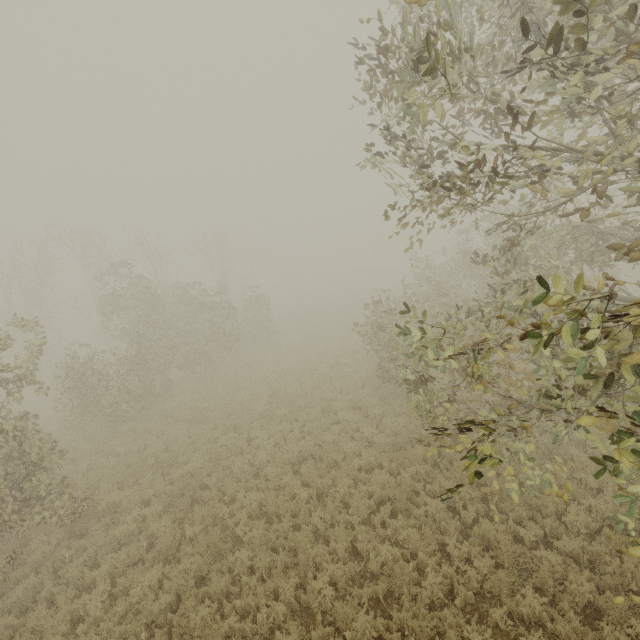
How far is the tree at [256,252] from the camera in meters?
52.7

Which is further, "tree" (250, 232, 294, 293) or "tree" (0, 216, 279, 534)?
"tree" (250, 232, 294, 293)

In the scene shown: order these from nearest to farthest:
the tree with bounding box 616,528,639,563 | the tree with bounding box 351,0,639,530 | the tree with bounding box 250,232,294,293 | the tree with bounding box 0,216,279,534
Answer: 1. the tree with bounding box 351,0,639,530
2. the tree with bounding box 616,528,639,563
3. the tree with bounding box 0,216,279,534
4. the tree with bounding box 250,232,294,293

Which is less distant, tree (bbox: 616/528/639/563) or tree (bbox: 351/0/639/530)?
tree (bbox: 351/0/639/530)

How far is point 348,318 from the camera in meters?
29.2 m

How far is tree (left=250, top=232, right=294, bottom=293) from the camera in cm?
5268

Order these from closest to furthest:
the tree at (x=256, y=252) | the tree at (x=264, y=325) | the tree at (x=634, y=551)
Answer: the tree at (x=634, y=551), the tree at (x=264, y=325), the tree at (x=256, y=252)
